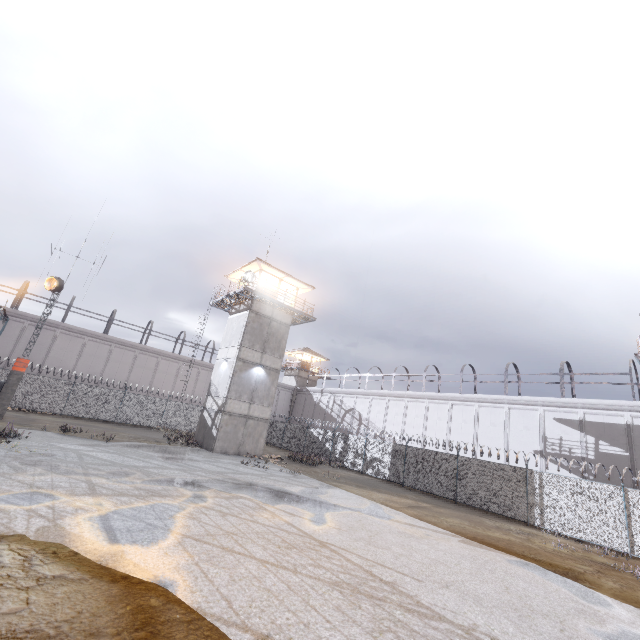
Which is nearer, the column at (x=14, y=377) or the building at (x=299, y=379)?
the column at (x=14, y=377)

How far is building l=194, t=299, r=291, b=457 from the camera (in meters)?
23.45

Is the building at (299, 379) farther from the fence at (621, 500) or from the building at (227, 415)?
the building at (227, 415)

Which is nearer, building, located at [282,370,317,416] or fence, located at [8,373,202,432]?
Answer: fence, located at [8,373,202,432]

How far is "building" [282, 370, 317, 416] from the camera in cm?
4931

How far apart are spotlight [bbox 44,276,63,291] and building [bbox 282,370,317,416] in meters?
33.7

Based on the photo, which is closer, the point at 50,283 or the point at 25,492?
the point at 25,492
